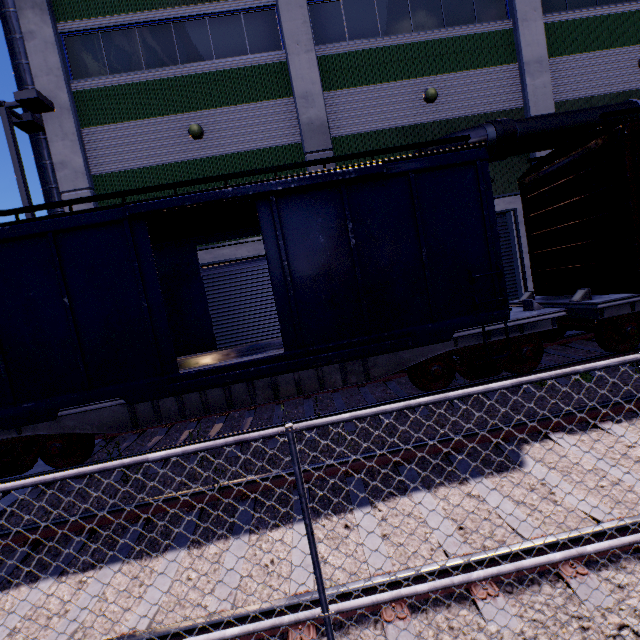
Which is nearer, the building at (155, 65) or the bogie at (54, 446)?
the bogie at (54, 446)

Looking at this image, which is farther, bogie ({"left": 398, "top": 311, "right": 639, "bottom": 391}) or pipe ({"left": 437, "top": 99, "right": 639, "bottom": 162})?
pipe ({"left": 437, "top": 99, "right": 639, "bottom": 162})

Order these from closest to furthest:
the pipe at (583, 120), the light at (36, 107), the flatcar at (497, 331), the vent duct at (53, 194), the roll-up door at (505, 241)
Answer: the flatcar at (497, 331) < the light at (36, 107) < the pipe at (583, 120) < the vent duct at (53, 194) < the roll-up door at (505, 241)

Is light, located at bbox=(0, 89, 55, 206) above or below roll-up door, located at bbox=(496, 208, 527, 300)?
above

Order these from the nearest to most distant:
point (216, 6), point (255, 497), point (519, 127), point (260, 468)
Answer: point (255, 497), point (260, 468), point (519, 127), point (216, 6)

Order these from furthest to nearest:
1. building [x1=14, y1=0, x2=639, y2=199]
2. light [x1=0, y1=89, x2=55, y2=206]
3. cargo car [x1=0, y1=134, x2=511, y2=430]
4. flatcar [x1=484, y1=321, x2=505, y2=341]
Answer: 1. building [x1=14, y1=0, x2=639, y2=199]
2. light [x1=0, y1=89, x2=55, y2=206]
3. flatcar [x1=484, y1=321, x2=505, y2=341]
4. cargo car [x1=0, y1=134, x2=511, y2=430]

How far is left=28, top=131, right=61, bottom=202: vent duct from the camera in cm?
1100

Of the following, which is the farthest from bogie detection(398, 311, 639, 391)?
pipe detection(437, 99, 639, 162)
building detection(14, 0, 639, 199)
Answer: pipe detection(437, 99, 639, 162)
